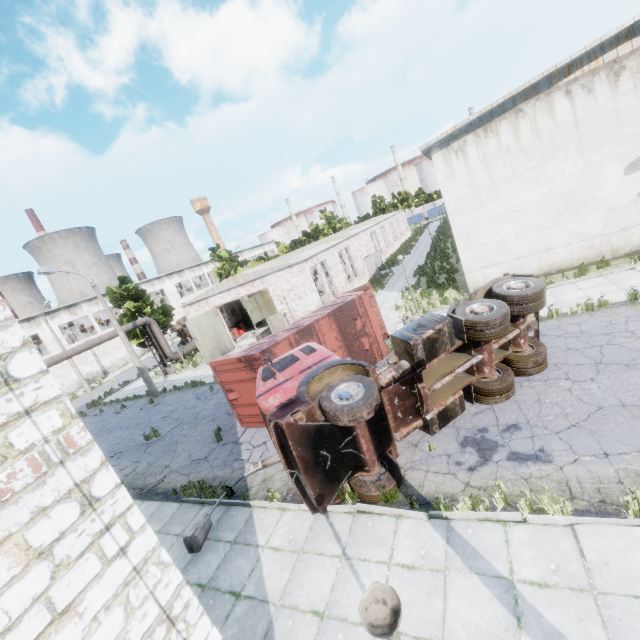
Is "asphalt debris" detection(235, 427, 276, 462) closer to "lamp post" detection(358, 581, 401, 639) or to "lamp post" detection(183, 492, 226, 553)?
"lamp post" detection(183, 492, 226, 553)

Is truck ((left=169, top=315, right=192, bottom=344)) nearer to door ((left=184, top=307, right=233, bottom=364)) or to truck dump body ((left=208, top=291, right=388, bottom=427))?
door ((left=184, top=307, right=233, bottom=364))

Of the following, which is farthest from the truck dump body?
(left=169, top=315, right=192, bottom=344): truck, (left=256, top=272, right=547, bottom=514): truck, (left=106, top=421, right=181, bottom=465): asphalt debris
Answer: (left=169, top=315, right=192, bottom=344): truck

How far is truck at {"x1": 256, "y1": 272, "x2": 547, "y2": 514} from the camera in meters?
6.8

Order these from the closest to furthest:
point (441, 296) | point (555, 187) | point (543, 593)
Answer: point (543, 593)
point (555, 187)
point (441, 296)

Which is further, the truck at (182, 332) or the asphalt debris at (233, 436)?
the truck at (182, 332)

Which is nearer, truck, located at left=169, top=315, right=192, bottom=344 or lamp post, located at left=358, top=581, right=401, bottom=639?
lamp post, located at left=358, top=581, right=401, bottom=639

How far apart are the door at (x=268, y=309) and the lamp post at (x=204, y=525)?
12.8 meters
